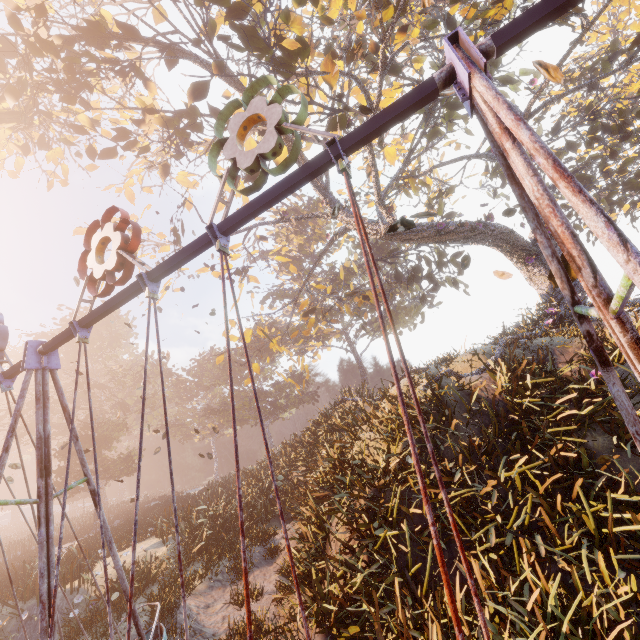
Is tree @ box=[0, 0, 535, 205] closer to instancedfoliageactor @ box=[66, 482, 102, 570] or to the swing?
the swing

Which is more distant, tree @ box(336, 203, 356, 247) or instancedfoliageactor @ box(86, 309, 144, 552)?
instancedfoliageactor @ box(86, 309, 144, 552)

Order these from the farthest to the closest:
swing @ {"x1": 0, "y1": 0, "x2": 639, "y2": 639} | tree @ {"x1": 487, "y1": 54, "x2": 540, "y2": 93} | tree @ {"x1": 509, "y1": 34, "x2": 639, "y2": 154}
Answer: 1. tree @ {"x1": 509, "y1": 34, "x2": 639, "y2": 154}
2. tree @ {"x1": 487, "y1": 54, "x2": 540, "y2": 93}
3. swing @ {"x1": 0, "y1": 0, "x2": 639, "y2": 639}

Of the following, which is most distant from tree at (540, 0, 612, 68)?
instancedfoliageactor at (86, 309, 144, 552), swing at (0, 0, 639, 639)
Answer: instancedfoliageactor at (86, 309, 144, 552)

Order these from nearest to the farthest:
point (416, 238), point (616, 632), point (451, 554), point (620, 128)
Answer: point (616, 632) < point (451, 554) < point (416, 238) < point (620, 128)

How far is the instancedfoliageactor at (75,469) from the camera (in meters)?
25.75
